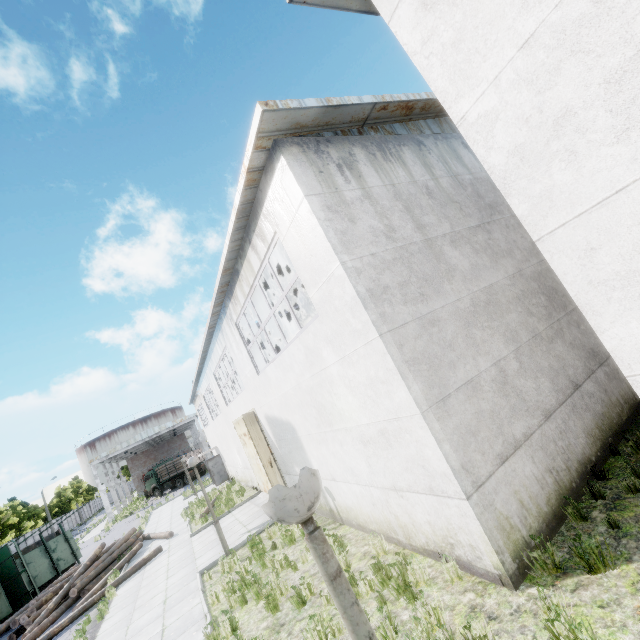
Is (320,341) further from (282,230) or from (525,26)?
(525,26)

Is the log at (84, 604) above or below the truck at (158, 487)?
below

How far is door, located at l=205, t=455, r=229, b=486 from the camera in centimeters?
2694cm

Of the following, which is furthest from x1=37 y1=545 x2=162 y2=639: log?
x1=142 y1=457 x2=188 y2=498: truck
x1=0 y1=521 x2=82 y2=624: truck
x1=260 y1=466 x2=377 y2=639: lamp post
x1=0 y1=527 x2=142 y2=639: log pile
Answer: x1=142 y1=457 x2=188 y2=498: truck

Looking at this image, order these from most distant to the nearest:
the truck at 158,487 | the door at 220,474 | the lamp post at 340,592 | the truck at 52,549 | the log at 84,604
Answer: the truck at 158,487
the door at 220,474
the truck at 52,549
the log at 84,604
the lamp post at 340,592

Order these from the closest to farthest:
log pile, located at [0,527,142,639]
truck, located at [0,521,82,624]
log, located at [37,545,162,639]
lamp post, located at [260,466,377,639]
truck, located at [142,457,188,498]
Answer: lamp post, located at [260,466,377,639]
log, located at [37,545,162,639]
log pile, located at [0,527,142,639]
truck, located at [0,521,82,624]
truck, located at [142,457,188,498]

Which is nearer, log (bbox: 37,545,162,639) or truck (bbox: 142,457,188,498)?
log (bbox: 37,545,162,639)

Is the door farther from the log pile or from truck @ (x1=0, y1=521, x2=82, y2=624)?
truck @ (x1=0, y1=521, x2=82, y2=624)
